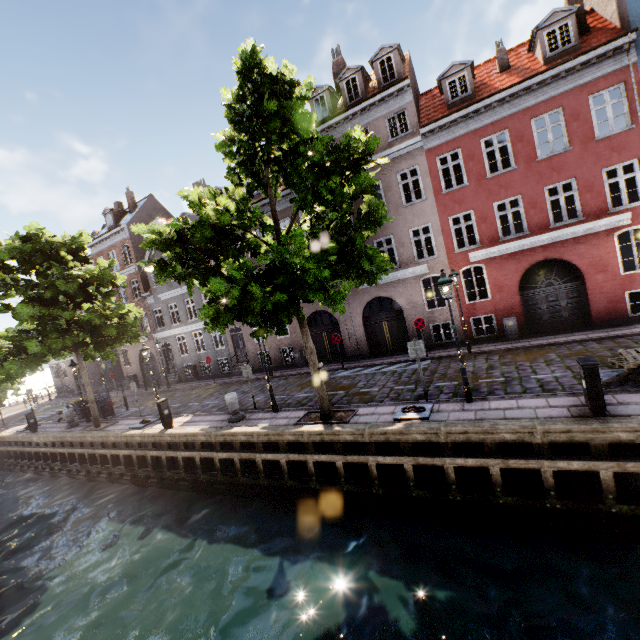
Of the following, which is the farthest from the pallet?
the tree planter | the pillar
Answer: the pillar

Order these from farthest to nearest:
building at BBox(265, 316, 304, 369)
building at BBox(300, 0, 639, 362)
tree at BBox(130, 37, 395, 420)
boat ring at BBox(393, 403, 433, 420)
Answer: building at BBox(265, 316, 304, 369) → building at BBox(300, 0, 639, 362) → boat ring at BBox(393, 403, 433, 420) → tree at BBox(130, 37, 395, 420)

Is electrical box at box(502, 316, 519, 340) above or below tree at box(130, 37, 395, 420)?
below

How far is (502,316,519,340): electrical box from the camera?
15.0m

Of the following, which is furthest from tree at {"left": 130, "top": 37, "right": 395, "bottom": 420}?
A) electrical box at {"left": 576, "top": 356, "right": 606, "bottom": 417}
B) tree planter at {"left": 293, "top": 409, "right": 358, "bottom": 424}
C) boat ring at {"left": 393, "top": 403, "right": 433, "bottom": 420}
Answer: electrical box at {"left": 576, "top": 356, "right": 606, "bottom": 417}

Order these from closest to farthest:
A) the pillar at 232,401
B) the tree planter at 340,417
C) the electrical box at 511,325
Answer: the tree planter at 340,417 → the pillar at 232,401 → the electrical box at 511,325

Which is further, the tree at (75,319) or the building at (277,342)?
the building at (277,342)

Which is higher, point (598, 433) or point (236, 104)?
point (236, 104)
